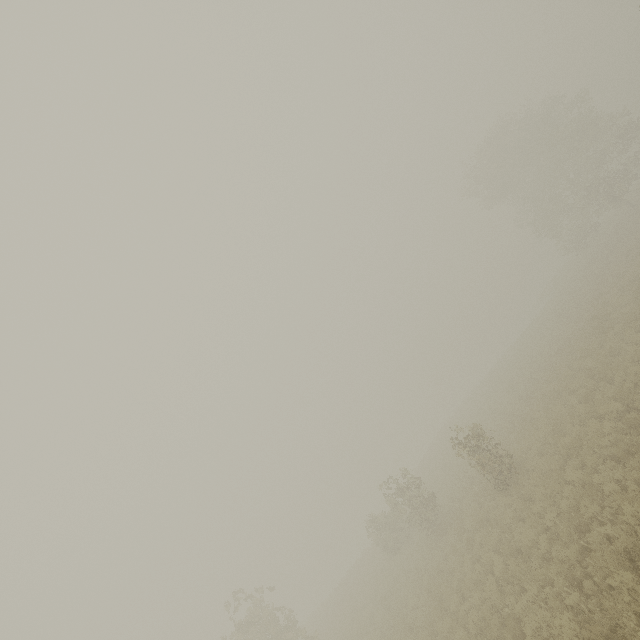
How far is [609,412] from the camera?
11.70m
